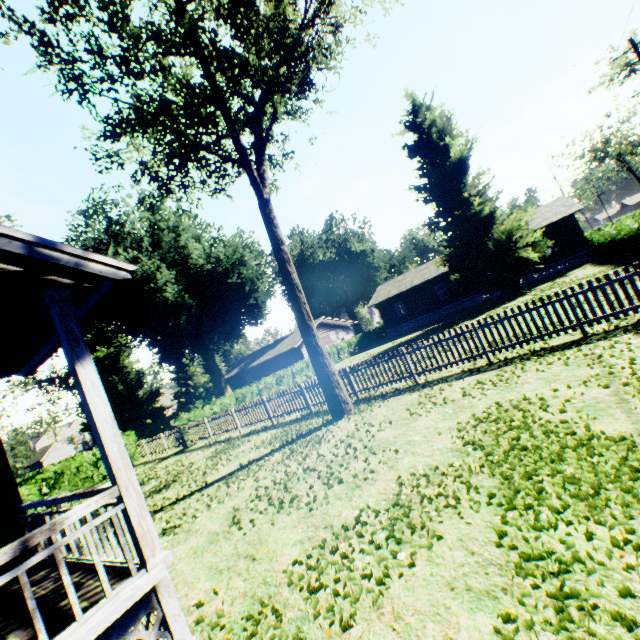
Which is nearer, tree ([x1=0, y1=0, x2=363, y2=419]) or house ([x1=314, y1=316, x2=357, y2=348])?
tree ([x1=0, y1=0, x2=363, y2=419])

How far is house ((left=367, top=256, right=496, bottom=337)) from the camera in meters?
33.8

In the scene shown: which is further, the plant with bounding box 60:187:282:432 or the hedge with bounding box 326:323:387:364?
the hedge with bounding box 326:323:387:364

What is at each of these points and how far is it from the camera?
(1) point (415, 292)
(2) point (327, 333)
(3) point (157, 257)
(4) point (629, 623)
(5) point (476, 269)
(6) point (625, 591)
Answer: (1) house, 35.94m
(2) house, 41.56m
(3) plant, 29.38m
(4) plant, 2.20m
(5) plant, 27.31m
(6) plant, 2.39m

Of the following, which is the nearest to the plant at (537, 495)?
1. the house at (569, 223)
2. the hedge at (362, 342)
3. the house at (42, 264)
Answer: the house at (569, 223)

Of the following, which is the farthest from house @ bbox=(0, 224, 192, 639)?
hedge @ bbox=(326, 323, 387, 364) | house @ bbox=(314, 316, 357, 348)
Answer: house @ bbox=(314, 316, 357, 348)

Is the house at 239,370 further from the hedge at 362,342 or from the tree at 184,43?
the tree at 184,43

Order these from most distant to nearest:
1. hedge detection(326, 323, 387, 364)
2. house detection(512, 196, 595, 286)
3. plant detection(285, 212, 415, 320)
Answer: plant detection(285, 212, 415, 320) → hedge detection(326, 323, 387, 364) → house detection(512, 196, 595, 286)
